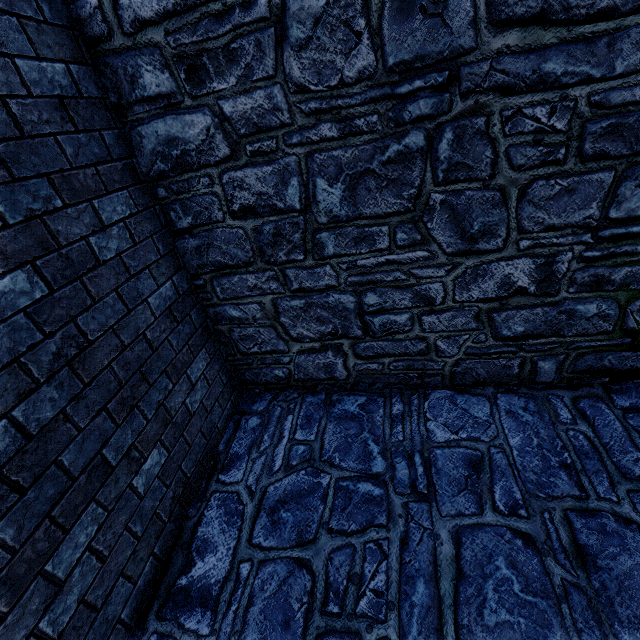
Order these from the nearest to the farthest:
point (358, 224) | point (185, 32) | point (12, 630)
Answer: point (12, 630), point (185, 32), point (358, 224)
